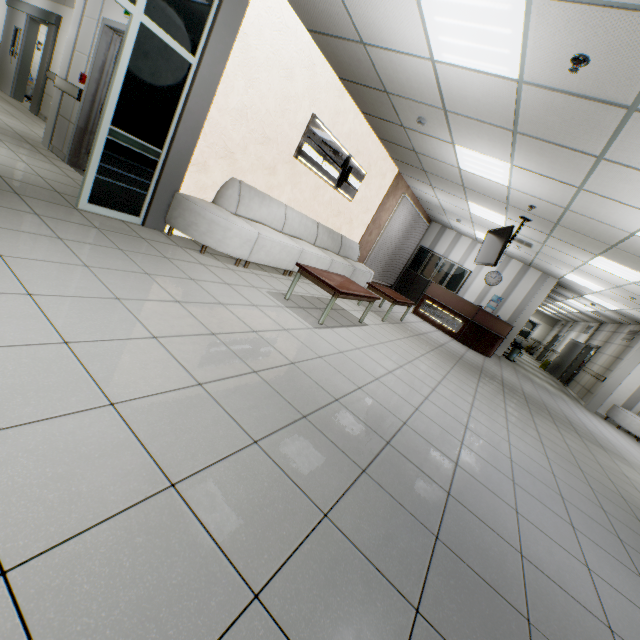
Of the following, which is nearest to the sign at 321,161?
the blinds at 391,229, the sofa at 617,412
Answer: the blinds at 391,229

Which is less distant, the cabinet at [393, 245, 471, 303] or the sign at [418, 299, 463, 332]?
the sign at [418, 299, 463, 332]

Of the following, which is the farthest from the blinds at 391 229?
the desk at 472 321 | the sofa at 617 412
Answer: the sofa at 617 412

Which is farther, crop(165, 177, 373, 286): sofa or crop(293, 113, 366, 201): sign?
crop(293, 113, 366, 201): sign

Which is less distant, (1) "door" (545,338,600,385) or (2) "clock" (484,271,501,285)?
(2) "clock" (484,271,501,285)

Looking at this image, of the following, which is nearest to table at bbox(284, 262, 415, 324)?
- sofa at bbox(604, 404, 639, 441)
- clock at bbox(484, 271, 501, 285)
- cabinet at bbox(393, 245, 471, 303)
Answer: cabinet at bbox(393, 245, 471, 303)

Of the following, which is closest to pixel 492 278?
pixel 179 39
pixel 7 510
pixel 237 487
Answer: pixel 179 39

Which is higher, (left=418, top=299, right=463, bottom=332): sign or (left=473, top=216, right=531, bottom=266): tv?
(left=473, top=216, right=531, bottom=266): tv
